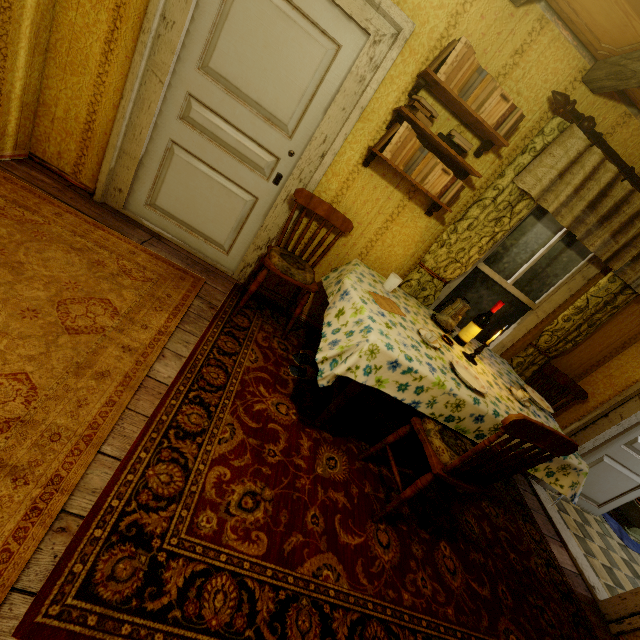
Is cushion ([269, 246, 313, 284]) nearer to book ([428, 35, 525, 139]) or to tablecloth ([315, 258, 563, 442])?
tablecloth ([315, 258, 563, 442])

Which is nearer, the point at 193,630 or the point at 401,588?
the point at 193,630

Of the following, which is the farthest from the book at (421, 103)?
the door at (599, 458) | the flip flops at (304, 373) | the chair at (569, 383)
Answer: the door at (599, 458)

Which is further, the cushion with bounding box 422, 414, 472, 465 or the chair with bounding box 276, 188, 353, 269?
the chair with bounding box 276, 188, 353, 269

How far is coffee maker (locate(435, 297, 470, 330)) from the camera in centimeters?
265cm

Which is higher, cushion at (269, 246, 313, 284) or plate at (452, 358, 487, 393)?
plate at (452, 358, 487, 393)

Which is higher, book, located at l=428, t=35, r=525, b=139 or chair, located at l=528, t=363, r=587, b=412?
book, located at l=428, t=35, r=525, b=139

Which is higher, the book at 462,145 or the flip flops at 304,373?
the book at 462,145
